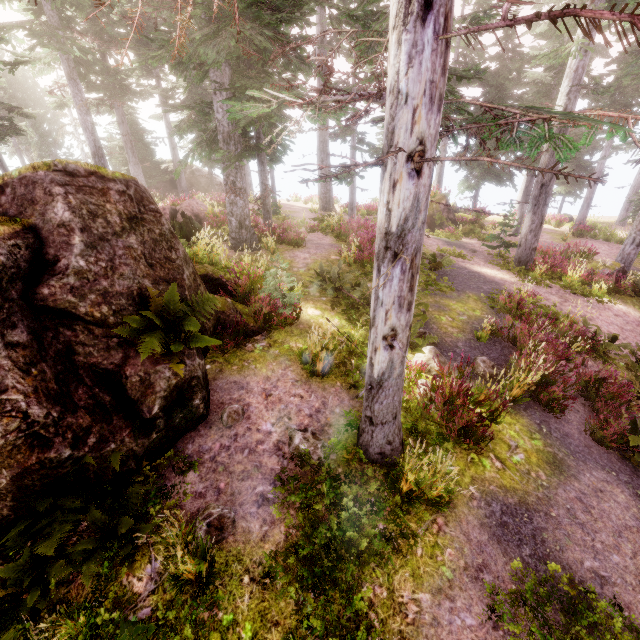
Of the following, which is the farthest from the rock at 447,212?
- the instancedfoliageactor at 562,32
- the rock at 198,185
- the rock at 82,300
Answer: the rock at 198,185

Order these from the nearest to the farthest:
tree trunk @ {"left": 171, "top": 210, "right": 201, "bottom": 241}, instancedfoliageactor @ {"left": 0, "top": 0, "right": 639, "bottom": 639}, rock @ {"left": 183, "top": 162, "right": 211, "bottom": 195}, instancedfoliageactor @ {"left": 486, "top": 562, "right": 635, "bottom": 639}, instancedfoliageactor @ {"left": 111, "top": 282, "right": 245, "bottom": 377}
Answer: instancedfoliageactor @ {"left": 0, "top": 0, "right": 639, "bottom": 639} → instancedfoliageactor @ {"left": 486, "top": 562, "right": 635, "bottom": 639} → instancedfoliageactor @ {"left": 111, "top": 282, "right": 245, "bottom": 377} → tree trunk @ {"left": 171, "top": 210, "right": 201, "bottom": 241} → rock @ {"left": 183, "top": 162, "right": 211, "bottom": 195}

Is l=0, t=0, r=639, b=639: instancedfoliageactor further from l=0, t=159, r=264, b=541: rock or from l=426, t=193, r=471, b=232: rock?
l=426, t=193, r=471, b=232: rock

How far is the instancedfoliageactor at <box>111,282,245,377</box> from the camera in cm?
480

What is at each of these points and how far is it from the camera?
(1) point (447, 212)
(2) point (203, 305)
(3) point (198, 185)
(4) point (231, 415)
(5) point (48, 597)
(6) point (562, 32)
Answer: (1) rock, 21.9 meters
(2) instancedfoliageactor, 5.5 meters
(3) rock, 30.4 meters
(4) instancedfoliageactor, 6.2 meters
(5) instancedfoliageactor, 4.0 meters
(6) instancedfoliageactor, 11.3 meters

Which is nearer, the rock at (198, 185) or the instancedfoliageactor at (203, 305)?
the instancedfoliageactor at (203, 305)

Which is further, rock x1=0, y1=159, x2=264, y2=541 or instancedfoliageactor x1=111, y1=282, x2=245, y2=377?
instancedfoliageactor x1=111, y1=282, x2=245, y2=377

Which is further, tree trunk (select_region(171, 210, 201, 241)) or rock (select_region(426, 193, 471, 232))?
rock (select_region(426, 193, 471, 232))
